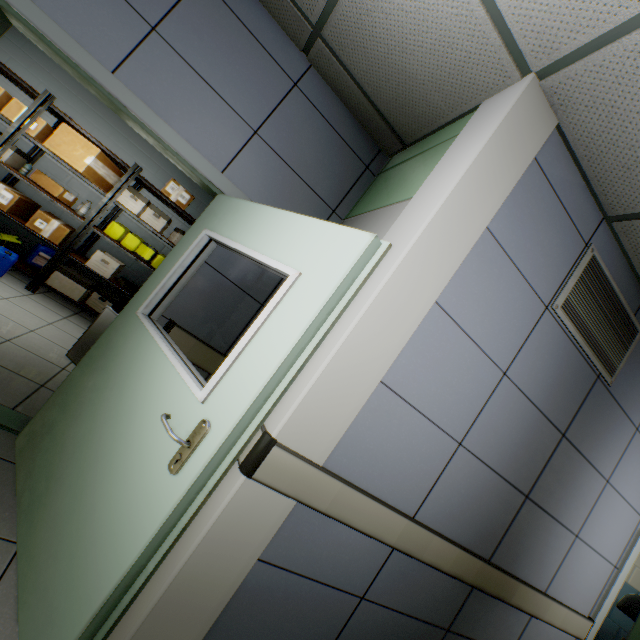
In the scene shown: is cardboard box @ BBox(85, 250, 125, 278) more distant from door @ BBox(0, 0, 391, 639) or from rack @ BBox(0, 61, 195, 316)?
door @ BBox(0, 0, 391, 639)

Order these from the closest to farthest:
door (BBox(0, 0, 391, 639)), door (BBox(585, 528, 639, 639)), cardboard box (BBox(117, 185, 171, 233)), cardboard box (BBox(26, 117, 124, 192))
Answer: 1. door (BBox(0, 0, 391, 639))
2. door (BBox(585, 528, 639, 639))
3. cardboard box (BBox(26, 117, 124, 192))
4. cardboard box (BBox(117, 185, 171, 233))

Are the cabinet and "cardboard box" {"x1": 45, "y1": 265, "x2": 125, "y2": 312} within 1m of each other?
no

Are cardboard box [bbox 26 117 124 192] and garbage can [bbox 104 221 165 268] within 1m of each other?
yes

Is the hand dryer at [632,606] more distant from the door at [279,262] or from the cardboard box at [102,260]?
the cardboard box at [102,260]

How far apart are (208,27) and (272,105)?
0.6 meters

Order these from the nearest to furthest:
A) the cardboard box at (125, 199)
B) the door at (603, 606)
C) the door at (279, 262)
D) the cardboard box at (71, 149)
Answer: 1. the door at (279, 262)
2. the door at (603, 606)
3. the cardboard box at (71, 149)
4. the cardboard box at (125, 199)

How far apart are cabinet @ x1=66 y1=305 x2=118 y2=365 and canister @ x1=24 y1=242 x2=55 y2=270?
2.4m
